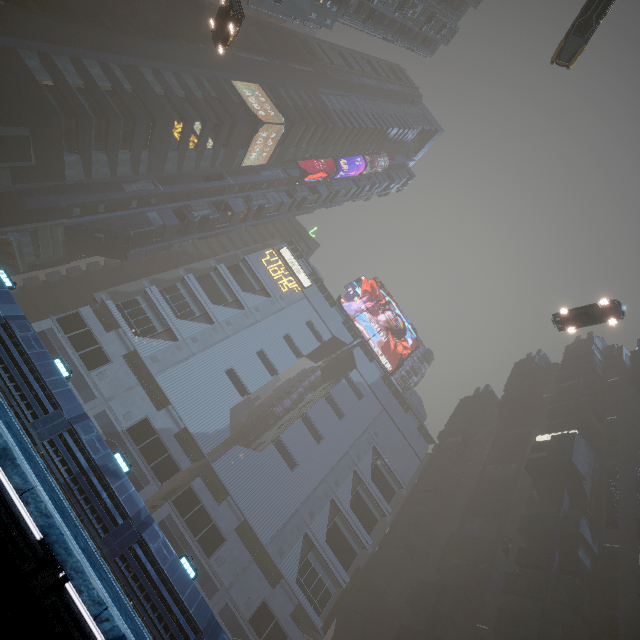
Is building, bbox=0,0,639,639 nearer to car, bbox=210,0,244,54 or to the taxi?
car, bbox=210,0,244,54

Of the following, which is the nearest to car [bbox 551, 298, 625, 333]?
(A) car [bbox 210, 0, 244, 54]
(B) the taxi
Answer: (B) the taxi

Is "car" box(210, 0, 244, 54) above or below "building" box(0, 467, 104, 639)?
above

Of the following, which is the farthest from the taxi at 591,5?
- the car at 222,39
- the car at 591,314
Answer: the car at 222,39

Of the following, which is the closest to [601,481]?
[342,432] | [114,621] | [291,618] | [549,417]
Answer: [549,417]

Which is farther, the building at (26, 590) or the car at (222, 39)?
the car at (222, 39)

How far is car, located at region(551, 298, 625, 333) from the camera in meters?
24.3 m
